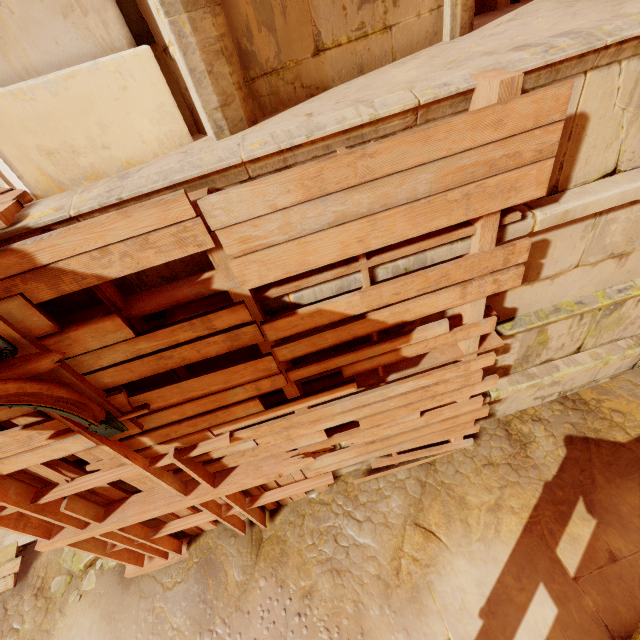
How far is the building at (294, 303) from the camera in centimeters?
226cm

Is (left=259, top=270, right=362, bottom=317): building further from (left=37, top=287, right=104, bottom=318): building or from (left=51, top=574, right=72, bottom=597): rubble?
(left=51, top=574, right=72, bottom=597): rubble

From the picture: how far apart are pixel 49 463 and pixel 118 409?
1.2 meters

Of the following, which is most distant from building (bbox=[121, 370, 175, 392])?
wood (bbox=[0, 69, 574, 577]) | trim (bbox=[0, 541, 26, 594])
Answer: trim (bbox=[0, 541, 26, 594])

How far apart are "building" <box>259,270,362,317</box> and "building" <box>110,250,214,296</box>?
0.19m

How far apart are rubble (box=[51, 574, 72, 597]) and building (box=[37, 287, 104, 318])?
4.5m

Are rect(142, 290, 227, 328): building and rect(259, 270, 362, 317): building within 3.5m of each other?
yes

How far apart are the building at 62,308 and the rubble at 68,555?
4.5m
